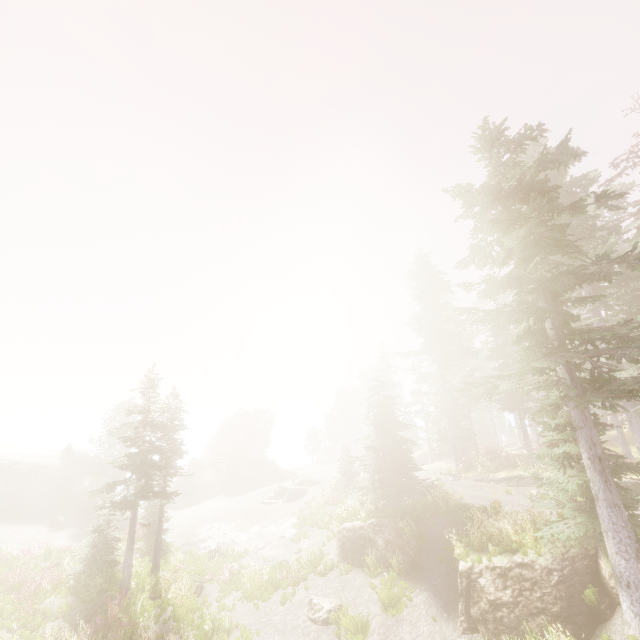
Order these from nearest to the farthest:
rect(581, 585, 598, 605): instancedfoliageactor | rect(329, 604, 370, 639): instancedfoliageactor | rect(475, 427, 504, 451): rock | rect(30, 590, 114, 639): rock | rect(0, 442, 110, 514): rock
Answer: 1. rect(581, 585, 598, 605): instancedfoliageactor
2. rect(329, 604, 370, 639): instancedfoliageactor
3. rect(30, 590, 114, 639): rock
4. rect(0, 442, 110, 514): rock
5. rect(475, 427, 504, 451): rock

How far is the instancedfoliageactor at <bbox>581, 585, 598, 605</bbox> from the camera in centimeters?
968cm

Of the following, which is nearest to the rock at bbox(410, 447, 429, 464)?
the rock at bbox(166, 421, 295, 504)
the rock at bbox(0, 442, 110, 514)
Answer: the rock at bbox(166, 421, 295, 504)

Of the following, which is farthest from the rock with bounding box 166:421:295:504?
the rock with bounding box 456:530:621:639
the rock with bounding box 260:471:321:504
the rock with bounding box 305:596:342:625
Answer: the rock with bounding box 456:530:621:639

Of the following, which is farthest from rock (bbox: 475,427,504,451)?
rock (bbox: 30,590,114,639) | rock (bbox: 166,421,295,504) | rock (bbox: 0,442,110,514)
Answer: rock (bbox: 0,442,110,514)

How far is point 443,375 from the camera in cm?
2895

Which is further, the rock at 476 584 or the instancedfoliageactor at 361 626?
the instancedfoliageactor at 361 626

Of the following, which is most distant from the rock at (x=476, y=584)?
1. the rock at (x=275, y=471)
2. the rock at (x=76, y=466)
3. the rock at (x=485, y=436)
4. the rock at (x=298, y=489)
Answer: the rock at (x=275, y=471)
